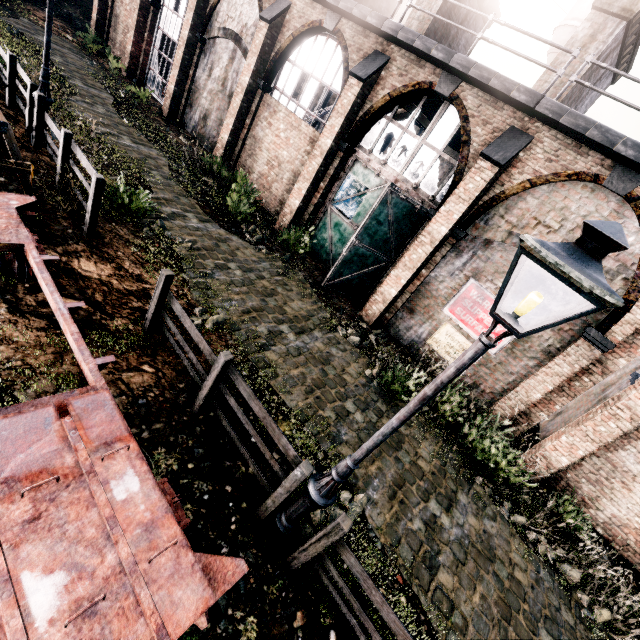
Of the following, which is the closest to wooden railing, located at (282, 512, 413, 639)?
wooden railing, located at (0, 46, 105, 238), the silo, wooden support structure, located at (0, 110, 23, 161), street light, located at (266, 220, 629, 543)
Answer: street light, located at (266, 220, 629, 543)

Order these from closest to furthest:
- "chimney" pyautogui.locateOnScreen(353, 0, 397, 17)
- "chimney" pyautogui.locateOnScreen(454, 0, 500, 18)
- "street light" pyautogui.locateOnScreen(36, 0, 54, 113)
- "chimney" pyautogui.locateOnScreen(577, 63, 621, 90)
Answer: "street light" pyautogui.locateOnScreen(36, 0, 54, 113)
"chimney" pyautogui.locateOnScreen(577, 63, 621, 90)
"chimney" pyautogui.locateOnScreen(454, 0, 500, 18)
"chimney" pyautogui.locateOnScreen(353, 0, 397, 17)

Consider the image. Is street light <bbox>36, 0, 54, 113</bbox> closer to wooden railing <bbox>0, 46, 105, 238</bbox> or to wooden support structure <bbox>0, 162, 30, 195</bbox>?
wooden railing <bbox>0, 46, 105, 238</bbox>

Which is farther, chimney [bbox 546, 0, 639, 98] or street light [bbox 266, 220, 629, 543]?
chimney [bbox 546, 0, 639, 98]

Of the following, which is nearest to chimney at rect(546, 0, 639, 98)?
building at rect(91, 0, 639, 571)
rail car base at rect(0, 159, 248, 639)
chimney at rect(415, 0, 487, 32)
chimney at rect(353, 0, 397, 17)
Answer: building at rect(91, 0, 639, 571)

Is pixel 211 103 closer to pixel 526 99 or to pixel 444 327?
pixel 526 99

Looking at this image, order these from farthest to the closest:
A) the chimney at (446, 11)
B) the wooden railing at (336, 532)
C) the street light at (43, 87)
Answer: the chimney at (446, 11)
the street light at (43, 87)
the wooden railing at (336, 532)

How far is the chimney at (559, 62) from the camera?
11.2m
